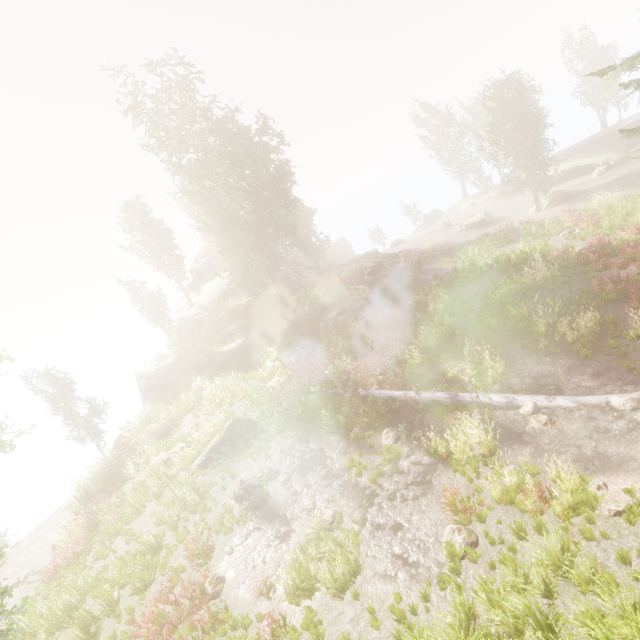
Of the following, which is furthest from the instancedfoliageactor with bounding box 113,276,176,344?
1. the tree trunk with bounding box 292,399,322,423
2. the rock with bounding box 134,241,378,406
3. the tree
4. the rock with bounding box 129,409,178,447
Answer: the rock with bounding box 129,409,178,447

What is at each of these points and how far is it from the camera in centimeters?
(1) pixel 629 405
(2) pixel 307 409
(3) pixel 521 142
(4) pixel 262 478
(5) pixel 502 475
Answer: (1) instancedfoliageactor, 910cm
(2) tree trunk, 1606cm
(3) instancedfoliageactor, 3073cm
(4) instancedfoliageactor, 1287cm
(5) instancedfoliageactor, 819cm

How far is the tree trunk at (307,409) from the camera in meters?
15.9

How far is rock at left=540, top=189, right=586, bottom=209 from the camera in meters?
31.0

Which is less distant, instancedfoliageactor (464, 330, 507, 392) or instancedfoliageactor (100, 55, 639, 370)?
instancedfoliageactor (464, 330, 507, 392)

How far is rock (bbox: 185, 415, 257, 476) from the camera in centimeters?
1566cm

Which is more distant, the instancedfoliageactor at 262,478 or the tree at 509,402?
the instancedfoliageactor at 262,478

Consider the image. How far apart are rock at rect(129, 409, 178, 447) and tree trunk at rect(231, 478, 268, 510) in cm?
1043
